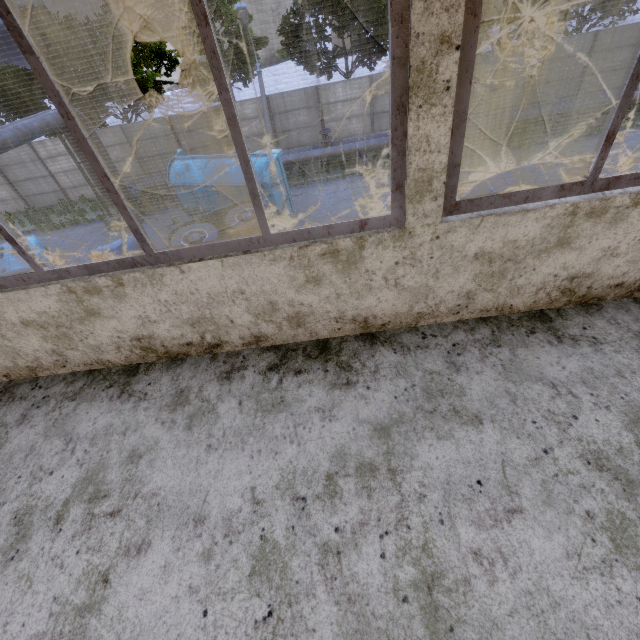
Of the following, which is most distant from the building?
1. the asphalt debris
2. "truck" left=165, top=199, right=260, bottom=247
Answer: the asphalt debris

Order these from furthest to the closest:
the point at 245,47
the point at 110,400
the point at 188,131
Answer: the point at 245,47 < the point at 188,131 < the point at 110,400

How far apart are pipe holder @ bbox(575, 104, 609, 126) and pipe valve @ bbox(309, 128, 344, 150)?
12.9 meters

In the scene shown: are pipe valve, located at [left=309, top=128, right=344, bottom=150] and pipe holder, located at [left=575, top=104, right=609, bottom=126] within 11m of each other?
no

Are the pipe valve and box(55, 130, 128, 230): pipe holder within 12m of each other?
yes

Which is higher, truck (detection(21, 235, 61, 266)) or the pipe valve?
truck (detection(21, 235, 61, 266))

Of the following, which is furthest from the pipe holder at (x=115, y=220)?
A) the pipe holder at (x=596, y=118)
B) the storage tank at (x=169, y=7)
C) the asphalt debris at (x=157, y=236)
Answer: the storage tank at (x=169, y=7)

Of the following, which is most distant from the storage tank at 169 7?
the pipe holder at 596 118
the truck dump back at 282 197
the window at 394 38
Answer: the window at 394 38
